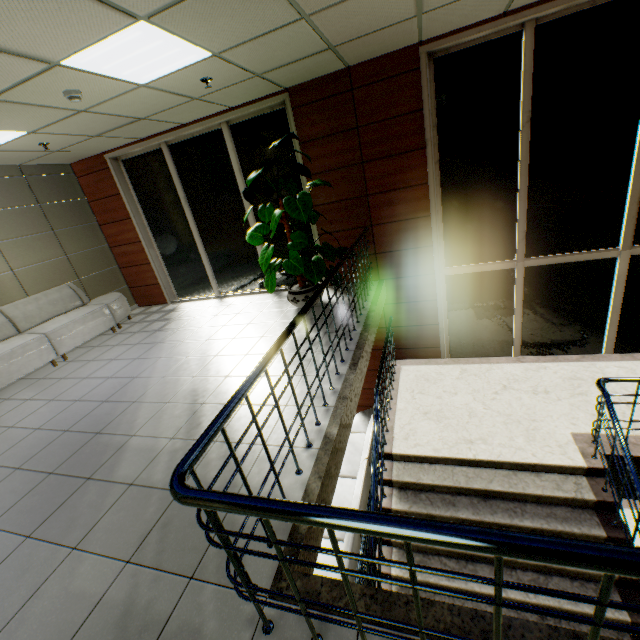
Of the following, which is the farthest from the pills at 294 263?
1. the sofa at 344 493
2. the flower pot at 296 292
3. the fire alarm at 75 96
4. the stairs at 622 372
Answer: the sofa at 344 493

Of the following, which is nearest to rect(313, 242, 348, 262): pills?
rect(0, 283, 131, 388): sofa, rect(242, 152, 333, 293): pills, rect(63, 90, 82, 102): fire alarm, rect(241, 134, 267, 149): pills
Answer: rect(242, 152, 333, 293): pills

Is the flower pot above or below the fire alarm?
below

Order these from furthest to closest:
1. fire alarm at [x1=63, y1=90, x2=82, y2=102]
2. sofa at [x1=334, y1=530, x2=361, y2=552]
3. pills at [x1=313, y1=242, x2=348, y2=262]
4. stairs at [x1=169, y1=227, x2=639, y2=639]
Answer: pills at [x1=313, y1=242, x2=348, y2=262]
sofa at [x1=334, y1=530, x2=361, y2=552]
fire alarm at [x1=63, y1=90, x2=82, y2=102]
stairs at [x1=169, y1=227, x2=639, y2=639]

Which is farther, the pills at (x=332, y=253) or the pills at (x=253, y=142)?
the pills at (x=332, y=253)

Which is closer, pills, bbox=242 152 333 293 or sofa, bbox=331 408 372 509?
pills, bbox=242 152 333 293

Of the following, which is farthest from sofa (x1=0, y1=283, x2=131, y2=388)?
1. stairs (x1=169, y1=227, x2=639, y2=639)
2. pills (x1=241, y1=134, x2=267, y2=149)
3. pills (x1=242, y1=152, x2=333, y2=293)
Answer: stairs (x1=169, y1=227, x2=639, y2=639)

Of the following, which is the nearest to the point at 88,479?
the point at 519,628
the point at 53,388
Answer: the point at 53,388
